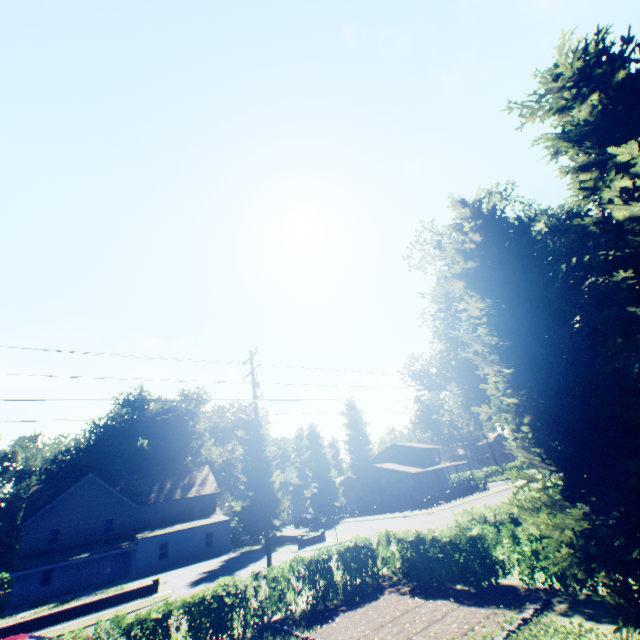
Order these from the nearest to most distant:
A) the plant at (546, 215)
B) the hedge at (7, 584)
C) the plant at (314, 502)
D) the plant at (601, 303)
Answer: the plant at (601, 303) < the plant at (546, 215) < the hedge at (7, 584) < the plant at (314, 502)

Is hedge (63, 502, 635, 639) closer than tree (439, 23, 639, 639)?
No

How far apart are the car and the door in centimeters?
2562cm

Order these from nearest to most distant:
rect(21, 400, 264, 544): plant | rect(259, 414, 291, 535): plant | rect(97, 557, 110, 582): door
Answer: rect(97, 557, 110, 582): door, rect(259, 414, 291, 535): plant, rect(21, 400, 264, 544): plant

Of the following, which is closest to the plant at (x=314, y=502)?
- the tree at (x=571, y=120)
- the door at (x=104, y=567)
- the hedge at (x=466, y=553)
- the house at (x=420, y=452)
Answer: the house at (x=420, y=452)

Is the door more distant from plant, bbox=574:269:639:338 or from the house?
the house

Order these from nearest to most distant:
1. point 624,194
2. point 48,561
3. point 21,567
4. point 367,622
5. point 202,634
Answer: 1. point 624,194
2. point 367,622
3. point 202,634
4. point 21,567
5. point 48,561
